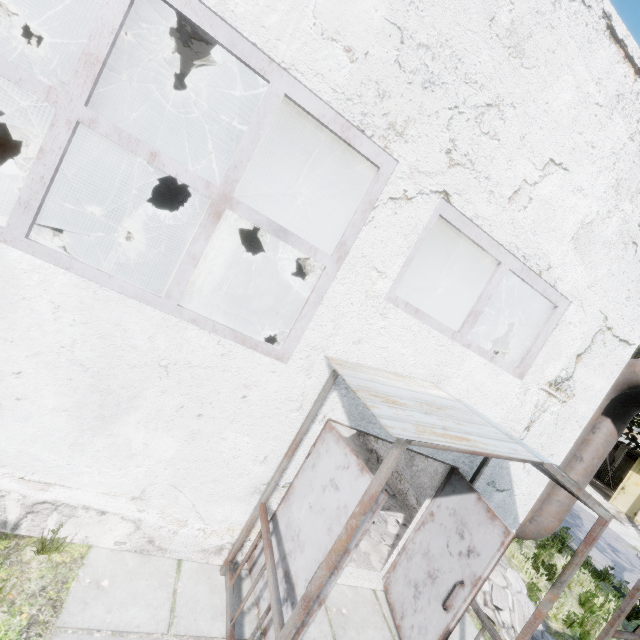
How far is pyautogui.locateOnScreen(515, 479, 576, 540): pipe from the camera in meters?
6.3 m

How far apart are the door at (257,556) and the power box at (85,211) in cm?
818

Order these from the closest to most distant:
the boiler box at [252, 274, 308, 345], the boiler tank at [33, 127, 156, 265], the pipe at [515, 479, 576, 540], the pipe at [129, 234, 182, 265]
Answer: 1. the pipe at [515, 479, 576, 540]
2. the boiler tank at [33, 127, 156, 265]
3. the boiler box at [252, 274, 308, 345]
4. the pipe at [129, 234, 182, 265]

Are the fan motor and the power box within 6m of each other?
yes

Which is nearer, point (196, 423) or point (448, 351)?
point (196, 423)

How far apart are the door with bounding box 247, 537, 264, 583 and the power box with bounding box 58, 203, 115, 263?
8.2 meters

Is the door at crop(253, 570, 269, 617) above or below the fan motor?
below

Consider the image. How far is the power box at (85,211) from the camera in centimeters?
814cm
